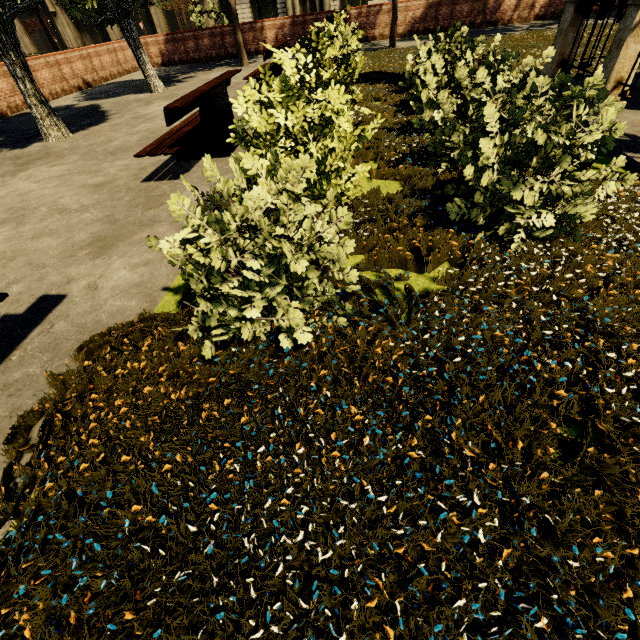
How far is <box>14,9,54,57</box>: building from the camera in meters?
31.6 m

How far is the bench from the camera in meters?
4.2

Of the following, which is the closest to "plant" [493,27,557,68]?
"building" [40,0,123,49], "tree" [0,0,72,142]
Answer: "tree" [0,0,72,142]

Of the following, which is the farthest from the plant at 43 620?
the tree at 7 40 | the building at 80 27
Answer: the building at 80 27

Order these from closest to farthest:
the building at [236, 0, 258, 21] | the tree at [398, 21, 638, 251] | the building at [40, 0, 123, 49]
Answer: the tree at [398, 21, 638, 251] < the building at [236, 0, 258, 21] < the building at [40, 0, 123, 49]

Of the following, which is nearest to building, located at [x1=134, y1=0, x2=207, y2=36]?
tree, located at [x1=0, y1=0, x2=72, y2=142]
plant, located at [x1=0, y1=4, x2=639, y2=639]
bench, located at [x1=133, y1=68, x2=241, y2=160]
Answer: tree, located at [x1=0, y1=0, x2=72, y2=142]

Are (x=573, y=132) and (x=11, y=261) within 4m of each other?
no

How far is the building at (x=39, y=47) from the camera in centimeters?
3156cm
